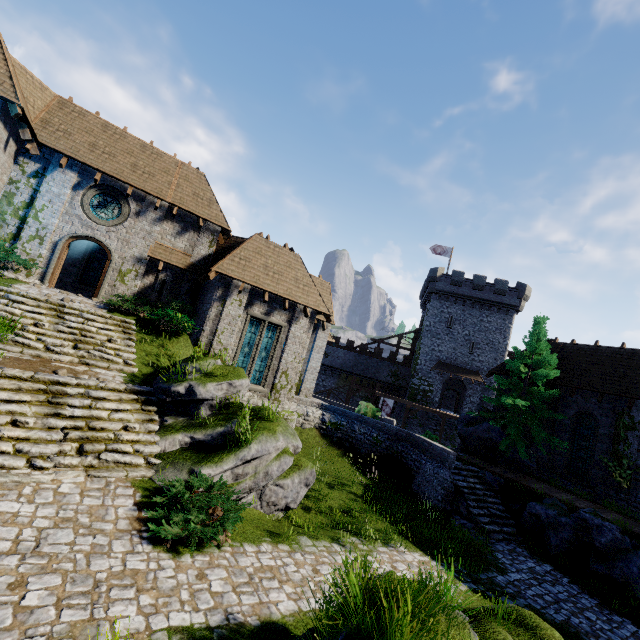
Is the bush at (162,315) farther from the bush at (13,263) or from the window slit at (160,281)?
the bush at (13,263)

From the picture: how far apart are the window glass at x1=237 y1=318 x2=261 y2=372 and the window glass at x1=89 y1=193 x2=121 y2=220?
8.1 meters

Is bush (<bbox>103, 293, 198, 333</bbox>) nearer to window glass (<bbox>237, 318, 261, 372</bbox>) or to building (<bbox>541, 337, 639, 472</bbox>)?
window glass (<bbox>237, 318, 261, 372</bbox>)

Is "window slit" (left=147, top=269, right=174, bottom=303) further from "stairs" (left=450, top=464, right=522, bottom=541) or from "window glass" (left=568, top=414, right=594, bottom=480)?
"window glass" (left=568, top=414, right=594, bottom=480)

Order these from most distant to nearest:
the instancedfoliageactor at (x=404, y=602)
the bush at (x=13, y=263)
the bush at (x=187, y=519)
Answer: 1. the bush at (x=13, y=263)
2. the bush at (x=187, y=519)
3. the instancedfoliageactor at (x=404, y=602)

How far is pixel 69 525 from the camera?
6.2m

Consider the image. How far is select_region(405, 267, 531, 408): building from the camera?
38.3 meters

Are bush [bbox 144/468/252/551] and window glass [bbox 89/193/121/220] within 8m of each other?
no
